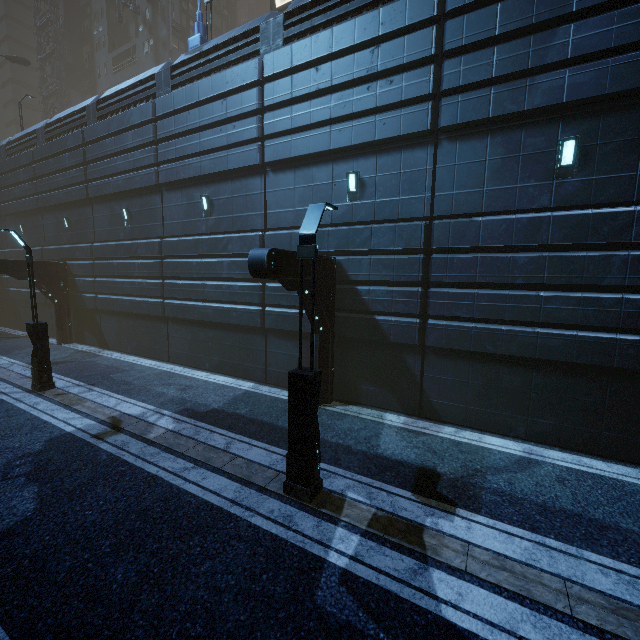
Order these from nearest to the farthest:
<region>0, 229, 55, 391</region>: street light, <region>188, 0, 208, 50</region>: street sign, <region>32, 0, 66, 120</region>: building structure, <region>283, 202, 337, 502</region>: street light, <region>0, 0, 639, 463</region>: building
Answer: <region>283, 202, 337, 502</region>: street light, <region>0, 0, 639, 463</region>: building, <region>0, 229, 55, 391</region>: street light, <region>188, 0, 208, 50</region>: street sign, <region>32, 0, 66, 120</region>: building structure

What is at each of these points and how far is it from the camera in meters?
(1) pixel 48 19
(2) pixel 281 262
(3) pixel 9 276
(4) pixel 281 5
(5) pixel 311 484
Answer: (1) building structure, 38.7 m
(2) building, 8.0 m
(3) building, 23.5 m
(4) sign, 22.8 m
(5) street light, 6.1 m

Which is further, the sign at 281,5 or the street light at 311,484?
the sign at 281,5

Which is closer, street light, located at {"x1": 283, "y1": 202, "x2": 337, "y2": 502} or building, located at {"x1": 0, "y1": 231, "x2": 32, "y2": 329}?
street light, located at {"x1": 283, "y1": 202, "x2": 337, "y2": 502}

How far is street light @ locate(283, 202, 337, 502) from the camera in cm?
581

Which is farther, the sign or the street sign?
the sign

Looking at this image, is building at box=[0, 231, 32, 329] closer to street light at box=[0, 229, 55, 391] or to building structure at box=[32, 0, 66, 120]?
building structure at box=[32, 0, 66, 120]

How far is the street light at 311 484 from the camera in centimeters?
581cm
